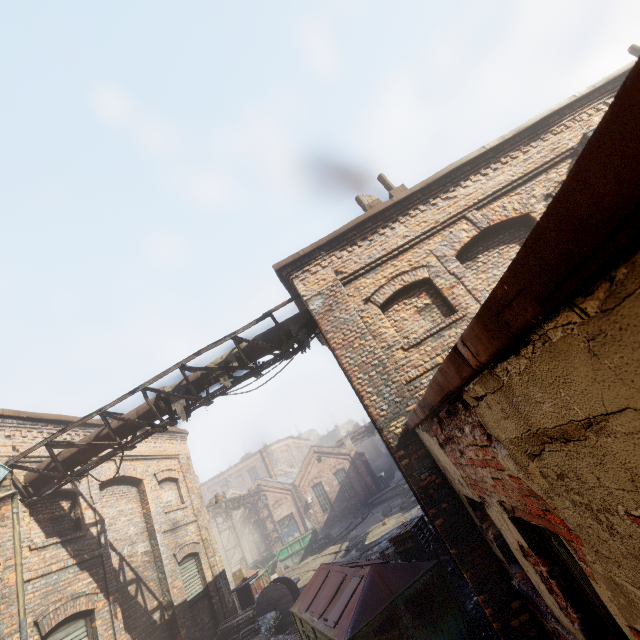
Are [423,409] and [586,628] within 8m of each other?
yes

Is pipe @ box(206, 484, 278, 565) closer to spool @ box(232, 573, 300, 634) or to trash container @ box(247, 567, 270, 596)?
trash container @ box(247, 567, 270, 596)

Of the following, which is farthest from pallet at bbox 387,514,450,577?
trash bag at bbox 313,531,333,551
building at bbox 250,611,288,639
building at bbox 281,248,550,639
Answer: trash bag at bbox 313,531,333,551

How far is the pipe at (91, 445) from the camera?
7.34m

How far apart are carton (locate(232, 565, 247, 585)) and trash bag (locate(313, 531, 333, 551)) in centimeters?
1103cm

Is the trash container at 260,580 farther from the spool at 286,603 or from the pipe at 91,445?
the pipe at 91,445

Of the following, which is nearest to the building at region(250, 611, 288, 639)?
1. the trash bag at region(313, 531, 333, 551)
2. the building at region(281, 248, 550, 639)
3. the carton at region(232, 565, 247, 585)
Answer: the carton at region(232, 565, 247, 585)

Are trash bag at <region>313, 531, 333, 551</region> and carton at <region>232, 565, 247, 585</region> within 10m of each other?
no
